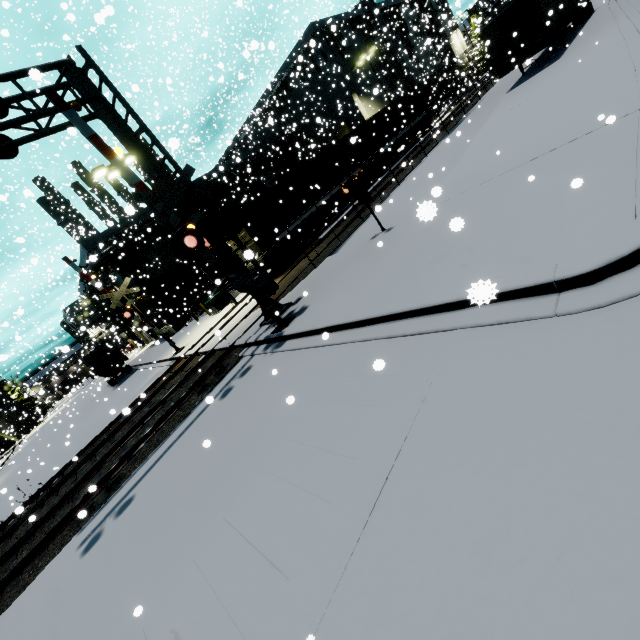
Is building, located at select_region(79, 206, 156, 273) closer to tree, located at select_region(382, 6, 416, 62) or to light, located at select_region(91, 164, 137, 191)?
tree, located at select_region(382, 6, 416, 62)

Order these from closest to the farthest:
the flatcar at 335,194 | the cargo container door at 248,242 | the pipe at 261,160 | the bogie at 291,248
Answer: the cargo container door at 248,242 → the bogie at 291,248 → the flatcar at 335,194 → the pipe at 261,160

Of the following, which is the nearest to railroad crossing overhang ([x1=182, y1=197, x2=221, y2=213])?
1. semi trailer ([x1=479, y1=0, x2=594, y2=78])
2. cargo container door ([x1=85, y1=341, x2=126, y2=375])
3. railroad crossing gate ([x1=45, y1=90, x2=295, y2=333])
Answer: railroad crossing gate ([x1=45, y1=90, x2=295, y2=333])

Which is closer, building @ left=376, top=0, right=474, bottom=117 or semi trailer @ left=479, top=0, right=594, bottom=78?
semi trailer @ left=479, top=0, right=594, bottom=78

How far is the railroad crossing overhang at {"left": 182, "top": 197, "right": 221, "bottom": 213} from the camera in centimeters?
945cm

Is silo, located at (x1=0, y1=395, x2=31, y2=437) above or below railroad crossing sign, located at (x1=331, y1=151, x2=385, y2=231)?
above

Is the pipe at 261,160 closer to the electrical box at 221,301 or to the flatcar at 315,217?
the flatcar at 315,217

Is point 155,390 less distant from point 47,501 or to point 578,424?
point 47,501
